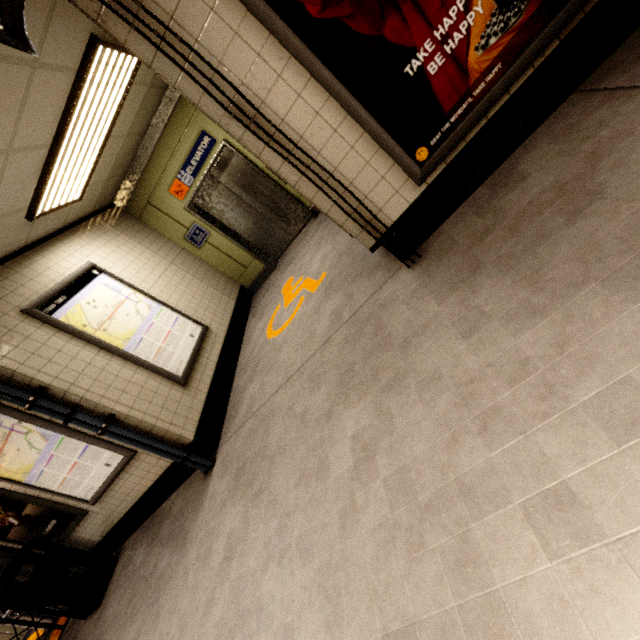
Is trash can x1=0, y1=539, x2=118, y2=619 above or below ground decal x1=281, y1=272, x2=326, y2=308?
above

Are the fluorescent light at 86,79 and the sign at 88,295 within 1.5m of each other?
yes

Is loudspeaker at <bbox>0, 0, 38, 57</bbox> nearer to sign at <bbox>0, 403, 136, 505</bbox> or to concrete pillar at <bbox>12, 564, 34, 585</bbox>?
sign at <bbox>0, 403, 136, 505</bbox>

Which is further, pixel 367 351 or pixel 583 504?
pixel 367 351

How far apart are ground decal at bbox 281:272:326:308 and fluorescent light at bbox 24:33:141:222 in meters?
2.9

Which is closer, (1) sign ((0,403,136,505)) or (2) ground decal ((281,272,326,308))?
(1) sign ((0,403,136,505))

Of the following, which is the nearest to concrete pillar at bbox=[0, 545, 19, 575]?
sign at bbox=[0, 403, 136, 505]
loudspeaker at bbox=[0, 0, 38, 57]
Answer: sign at bbox=[0, 403, 136, 505]

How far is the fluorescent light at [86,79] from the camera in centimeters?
294cm
